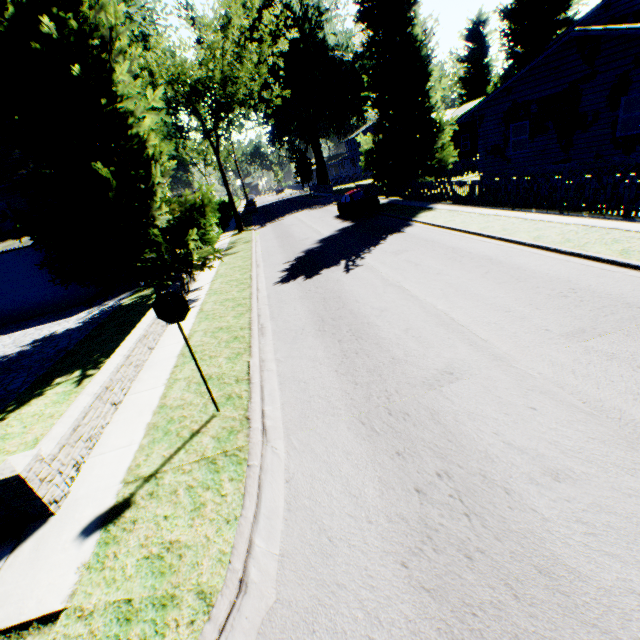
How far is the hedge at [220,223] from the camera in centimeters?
2517cm

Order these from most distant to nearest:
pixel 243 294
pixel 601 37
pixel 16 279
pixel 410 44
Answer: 1. pixel 410 44
2. pixel 16 279
3. pixel 601 37
4. pixel 243 294

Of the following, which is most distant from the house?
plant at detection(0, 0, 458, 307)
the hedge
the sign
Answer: the sign

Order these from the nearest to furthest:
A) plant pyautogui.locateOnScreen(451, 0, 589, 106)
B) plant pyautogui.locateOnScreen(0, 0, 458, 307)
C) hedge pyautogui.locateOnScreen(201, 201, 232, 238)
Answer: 1. plant pyautogui.locateOnScreen(0, 0, 458, 307)
2. hedge pyautogui.locateOnScreen(201, 201, 232, 238)
3. plant pyautogui.locateOnScreen(451, 0, 589, 106)

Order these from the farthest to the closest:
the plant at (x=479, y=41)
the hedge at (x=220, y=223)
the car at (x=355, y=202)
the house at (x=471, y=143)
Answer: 1. the plant at (x=479, y=41)
2. the hedge at (x=220, y=223)
3. the car at (x=355, y=202)
4. the house at (x=471, y=143)

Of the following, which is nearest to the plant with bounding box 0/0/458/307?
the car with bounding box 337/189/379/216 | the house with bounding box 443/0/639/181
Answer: the house with bounding box 443/0/639/181

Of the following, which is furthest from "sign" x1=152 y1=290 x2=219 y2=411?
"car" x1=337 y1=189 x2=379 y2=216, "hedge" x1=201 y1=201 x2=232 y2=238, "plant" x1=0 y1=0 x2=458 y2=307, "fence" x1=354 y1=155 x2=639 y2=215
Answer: "car" x1=337 y1=189 x2=379 y2=216
